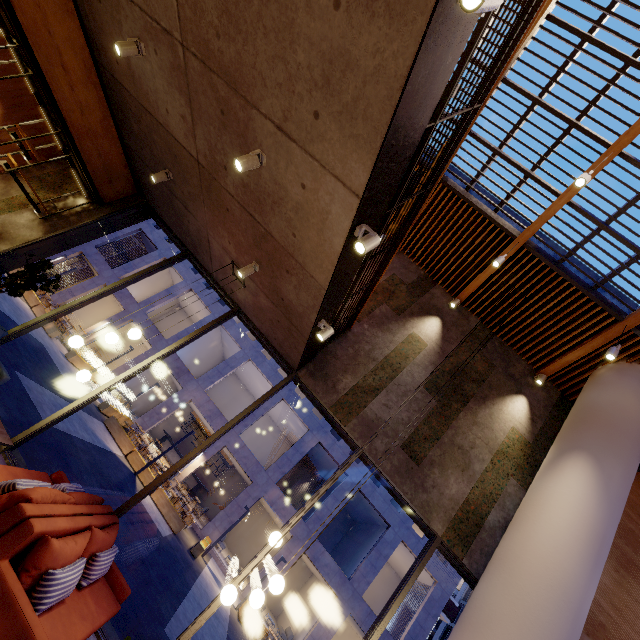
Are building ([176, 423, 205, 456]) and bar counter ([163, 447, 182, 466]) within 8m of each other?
yes

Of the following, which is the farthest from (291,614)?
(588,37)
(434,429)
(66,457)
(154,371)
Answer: (588,37)

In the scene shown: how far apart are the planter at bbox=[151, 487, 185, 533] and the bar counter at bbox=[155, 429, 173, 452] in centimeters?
1161cm

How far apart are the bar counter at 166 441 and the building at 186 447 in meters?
1.9

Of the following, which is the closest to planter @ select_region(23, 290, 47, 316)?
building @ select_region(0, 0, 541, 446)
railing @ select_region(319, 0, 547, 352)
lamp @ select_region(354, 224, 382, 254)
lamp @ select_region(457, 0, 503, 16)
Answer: building @ select_region(0, 0, 541, 446)

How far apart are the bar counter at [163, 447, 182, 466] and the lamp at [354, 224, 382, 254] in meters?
27.3 m

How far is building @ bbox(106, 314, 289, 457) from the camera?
21.9 meters

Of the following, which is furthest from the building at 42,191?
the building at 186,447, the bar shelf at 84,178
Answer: the building at 186,447
